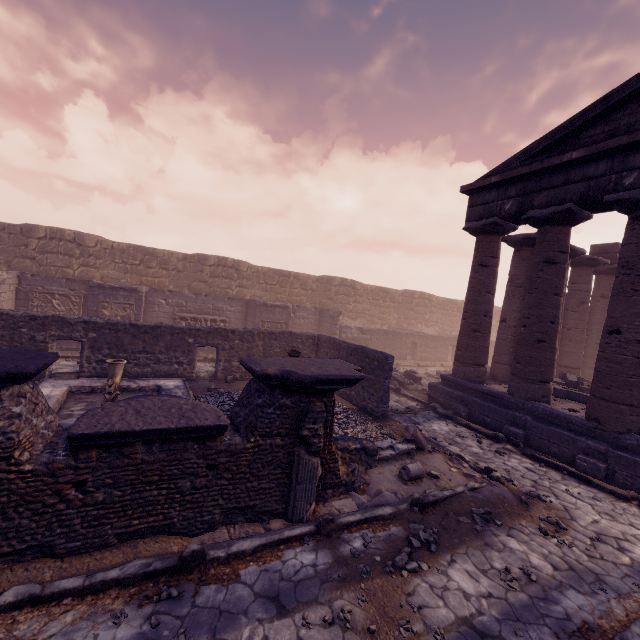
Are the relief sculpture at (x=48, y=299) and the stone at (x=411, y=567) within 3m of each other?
no

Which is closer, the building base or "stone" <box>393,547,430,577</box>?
"stone" <box>393,547,430,577</box>

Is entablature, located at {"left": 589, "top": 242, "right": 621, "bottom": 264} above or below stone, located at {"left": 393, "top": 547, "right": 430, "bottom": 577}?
above

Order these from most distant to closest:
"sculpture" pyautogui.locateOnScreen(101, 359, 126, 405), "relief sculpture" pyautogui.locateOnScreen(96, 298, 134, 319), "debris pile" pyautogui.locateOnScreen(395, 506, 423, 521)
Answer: "relief sculpture" pyautogui.locateOnScreen(96, 298, 134, 319), "sculpture" pyautogui.locateOnScreen(101, 359, 126, 405), "debris pile" pyautogui.locateOnScreen(395, 506, 423, 521)

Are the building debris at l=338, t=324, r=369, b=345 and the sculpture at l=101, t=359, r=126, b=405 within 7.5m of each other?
no

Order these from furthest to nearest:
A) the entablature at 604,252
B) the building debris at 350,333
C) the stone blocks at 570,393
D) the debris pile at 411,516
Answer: the building debris at 350,333 → the entablature at 604,252 → the stone blocks at 570,393 → the debris pile at 411,516

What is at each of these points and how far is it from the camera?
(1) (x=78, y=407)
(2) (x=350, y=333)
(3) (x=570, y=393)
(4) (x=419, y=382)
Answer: (1) pool, 7.5 meters
(2) building debris, 19.1 meters
(3) stone blocks, 10.4 meters
(4) debris pile, 13.7 meters

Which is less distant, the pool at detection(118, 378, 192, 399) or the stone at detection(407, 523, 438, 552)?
the stone at detection(407, 523, 438, 552)
